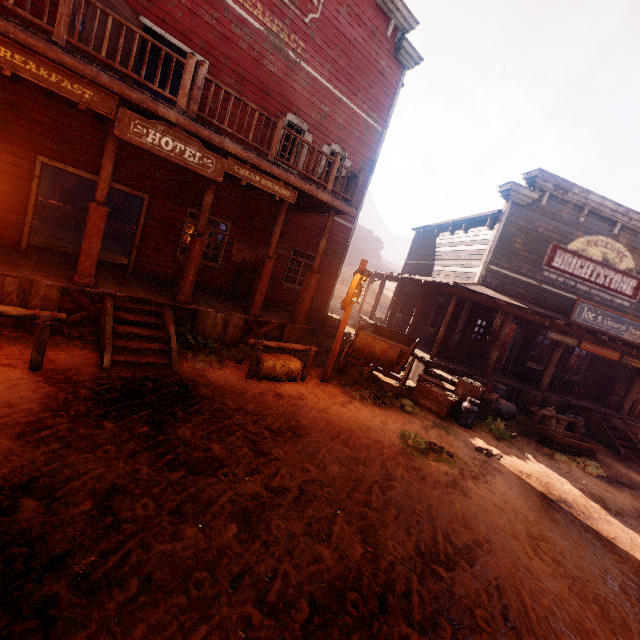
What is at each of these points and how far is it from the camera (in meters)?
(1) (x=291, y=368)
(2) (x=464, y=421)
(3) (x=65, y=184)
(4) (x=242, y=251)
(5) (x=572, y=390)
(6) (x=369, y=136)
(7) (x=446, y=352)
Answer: (1) hay bale, 7.69
(2) milk, 8.62
(3) bar shelf, 16.61
(4) poster, 11.25
(5) log pile, 13.88
(6) building, 12.95
(7) metal tub, 12.62

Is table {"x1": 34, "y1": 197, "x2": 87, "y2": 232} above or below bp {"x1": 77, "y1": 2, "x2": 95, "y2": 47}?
below

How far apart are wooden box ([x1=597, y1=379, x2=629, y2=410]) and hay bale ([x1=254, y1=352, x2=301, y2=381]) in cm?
1424

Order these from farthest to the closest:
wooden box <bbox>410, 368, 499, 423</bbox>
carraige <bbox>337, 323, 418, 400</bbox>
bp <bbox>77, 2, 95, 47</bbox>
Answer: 1. wooden box <bbox>410, 368, 499, 423</bbox>
2. carraige <bbox>337, 323, 418, 400</bbox>
3. bp <bbox>77, 2, 95, 47</bbox>

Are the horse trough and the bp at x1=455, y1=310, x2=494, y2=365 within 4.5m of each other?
yes

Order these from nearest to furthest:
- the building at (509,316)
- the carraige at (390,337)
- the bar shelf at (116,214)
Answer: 1. the carraige at (390,337)
2. the building at (509,316)
3. the bar shelf at (116,214)

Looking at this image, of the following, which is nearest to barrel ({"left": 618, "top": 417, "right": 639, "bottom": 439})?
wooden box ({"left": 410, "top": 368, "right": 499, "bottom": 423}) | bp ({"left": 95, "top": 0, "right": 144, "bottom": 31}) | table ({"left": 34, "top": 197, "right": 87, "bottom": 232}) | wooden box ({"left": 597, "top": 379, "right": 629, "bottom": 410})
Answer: wooden box ({"left": 597, "top": 379, "right": 629, "bottom": 410})

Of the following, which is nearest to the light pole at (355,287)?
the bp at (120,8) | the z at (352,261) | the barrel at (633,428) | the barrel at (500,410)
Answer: the z at (352,261)
